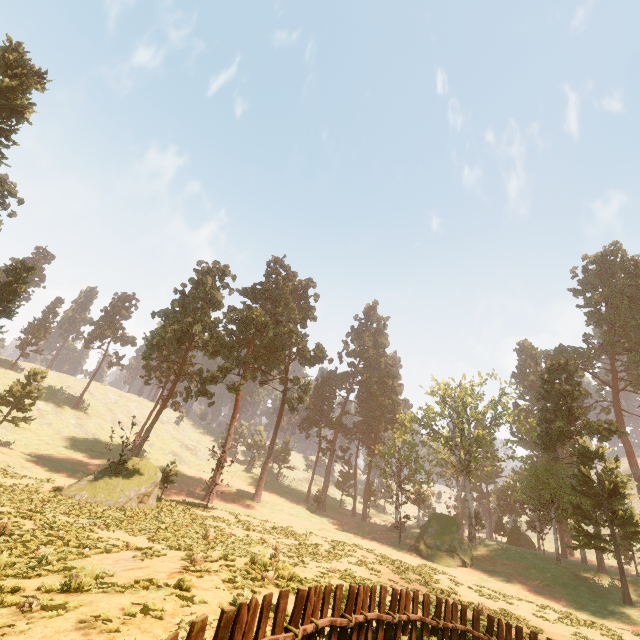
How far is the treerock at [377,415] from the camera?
37.5 meters

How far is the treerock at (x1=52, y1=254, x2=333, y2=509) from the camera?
26.17m

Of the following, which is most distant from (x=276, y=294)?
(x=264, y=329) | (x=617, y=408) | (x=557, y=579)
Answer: (x=617, y=408)

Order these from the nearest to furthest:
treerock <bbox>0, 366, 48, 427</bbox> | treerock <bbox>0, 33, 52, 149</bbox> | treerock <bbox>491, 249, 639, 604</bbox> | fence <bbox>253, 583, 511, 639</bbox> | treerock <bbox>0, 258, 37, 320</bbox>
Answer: fence <bbox>253, 583, 511, 639</bbox>
treerock <bbox>0, 33, 52, 149</bbox>
treerock <bbox>0, 258, 37, 320</bbox>
treerock <bbox>491, 249, 639, 604</bbox>
treerock <bbox>0, 366, 48, 427</bbox>

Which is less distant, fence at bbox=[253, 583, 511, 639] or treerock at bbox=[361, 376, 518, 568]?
fence at bbox=[253, 583, 511, 639]

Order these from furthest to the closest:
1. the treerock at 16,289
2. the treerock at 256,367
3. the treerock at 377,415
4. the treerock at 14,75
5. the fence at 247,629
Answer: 1. the treerock at 377,415
2. the treerock at 16,289
3. the treerock at 14,75
4. the treerock at 256,367
5. the fence at 247,629
